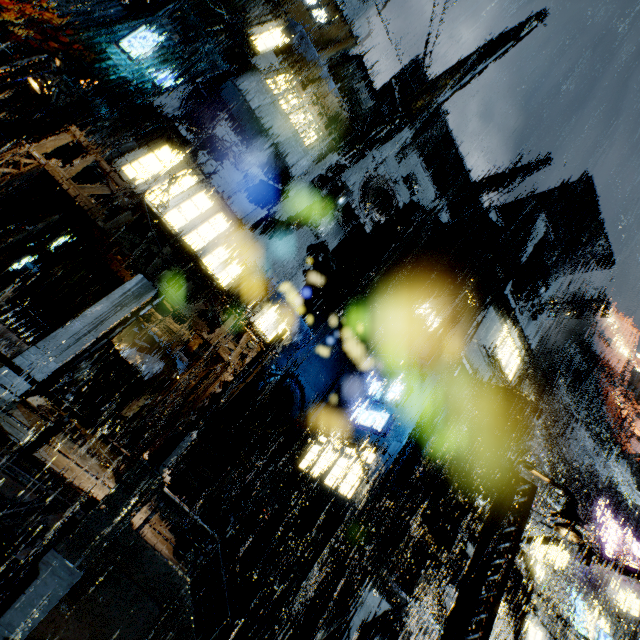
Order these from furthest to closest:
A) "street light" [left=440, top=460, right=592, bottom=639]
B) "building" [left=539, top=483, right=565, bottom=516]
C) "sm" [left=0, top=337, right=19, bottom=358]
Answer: "building" [left=539, top=483, right=565, bottom=516] < "sm" [left=0, top=337, right=19, bottom=358] < "street light" [left=440, top=460, right=592, bottom=639]

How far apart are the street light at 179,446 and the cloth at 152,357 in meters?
8.9 m

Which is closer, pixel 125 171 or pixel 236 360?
pixel 236 360

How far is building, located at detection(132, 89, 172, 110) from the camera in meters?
15.4

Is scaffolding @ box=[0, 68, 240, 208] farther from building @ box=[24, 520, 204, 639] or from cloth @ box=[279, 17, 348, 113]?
cloth @ box=[279, 17, 348, 113]

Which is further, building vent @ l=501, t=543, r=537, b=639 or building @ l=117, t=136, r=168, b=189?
building @ l=117, t=136, r=168, b=189

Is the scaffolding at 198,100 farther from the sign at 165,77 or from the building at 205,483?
the sign at 165,77
